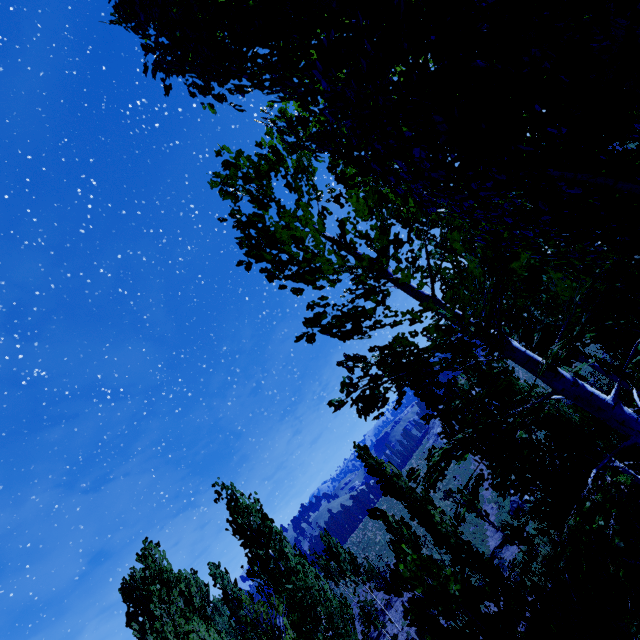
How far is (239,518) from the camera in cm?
1363
